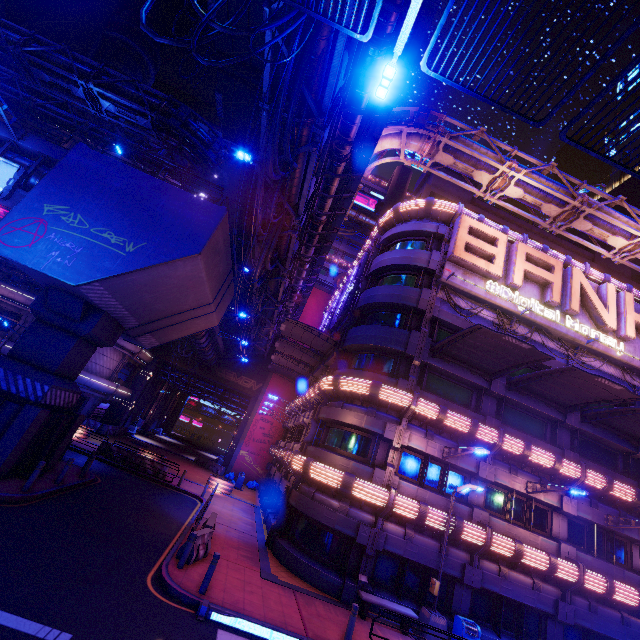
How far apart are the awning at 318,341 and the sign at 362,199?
33.5 meters

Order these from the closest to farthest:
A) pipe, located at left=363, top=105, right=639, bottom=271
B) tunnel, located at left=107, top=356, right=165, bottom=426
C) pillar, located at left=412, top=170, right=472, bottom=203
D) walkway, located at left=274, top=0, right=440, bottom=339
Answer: walkway, located at left=274, top=0, right=440, bottom=339 < pipe, located at left=363, top=105, right=639, bottom=271 < pillar, located at left=412, top=170, right=472, bottom=203 < tunnel, located at left=107, top=356, right=165, bottom=426

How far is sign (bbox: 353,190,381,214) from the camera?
54.16m

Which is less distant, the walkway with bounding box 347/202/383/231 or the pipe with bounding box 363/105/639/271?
the pipe with bounding box 363/105/639/271

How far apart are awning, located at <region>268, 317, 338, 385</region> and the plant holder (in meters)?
11.49

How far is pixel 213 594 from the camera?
10.1m

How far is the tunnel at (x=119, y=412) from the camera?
36.6 meters

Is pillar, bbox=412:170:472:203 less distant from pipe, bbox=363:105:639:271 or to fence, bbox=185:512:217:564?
pipe, bbox=363:105:639:271
